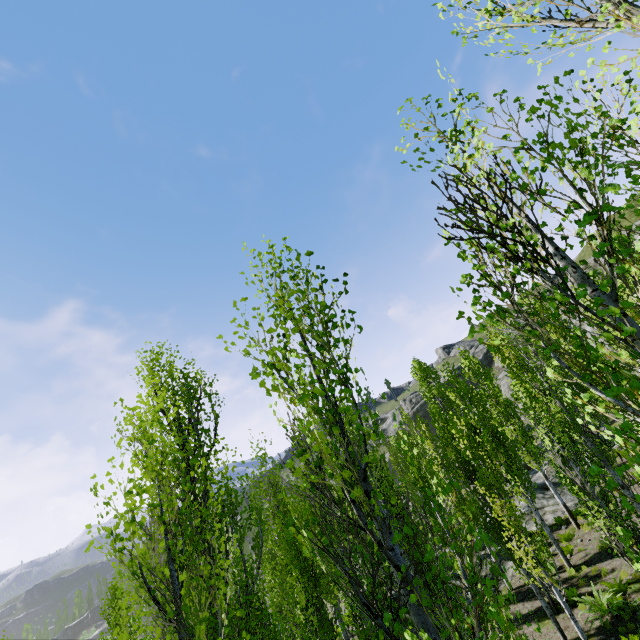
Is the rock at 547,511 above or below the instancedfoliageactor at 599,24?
below

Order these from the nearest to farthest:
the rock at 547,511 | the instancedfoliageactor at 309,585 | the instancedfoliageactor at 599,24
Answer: the instancedfoliageactor at 309,585 → the instancedfoliageactor at 599,24 → the rock at 547,511

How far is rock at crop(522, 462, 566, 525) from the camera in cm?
2039

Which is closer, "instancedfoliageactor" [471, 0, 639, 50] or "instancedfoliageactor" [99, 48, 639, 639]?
"instancedfoliageactor" [99, 48, 639, 639]

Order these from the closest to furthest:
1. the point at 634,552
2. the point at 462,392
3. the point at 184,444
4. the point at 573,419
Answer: the point at 634,552, the point at 184,444, the point at 573,419, the point at 462,392

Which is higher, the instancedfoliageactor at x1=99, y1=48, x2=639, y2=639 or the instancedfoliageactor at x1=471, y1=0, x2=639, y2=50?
the instancedfoliageactor at x1=471, y1=0, x2=639, y2=50

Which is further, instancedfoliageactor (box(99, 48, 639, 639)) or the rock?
the rock
